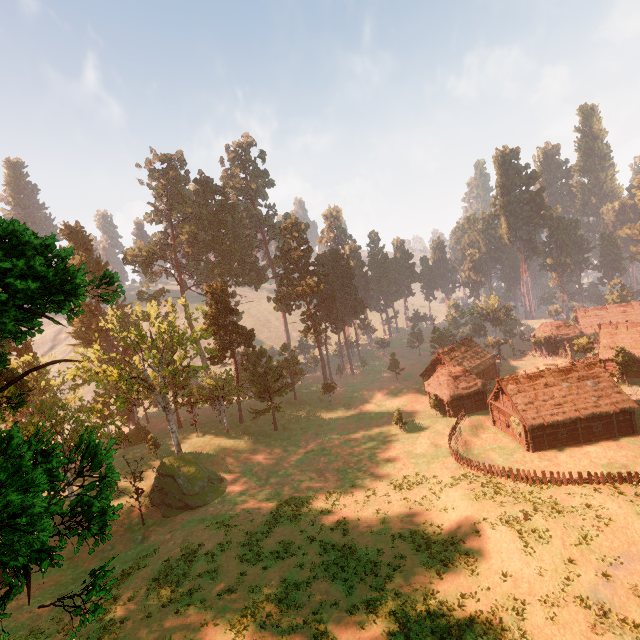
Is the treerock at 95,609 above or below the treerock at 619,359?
above

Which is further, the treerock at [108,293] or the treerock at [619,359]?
the treerock at [619,359]

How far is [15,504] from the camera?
4.8 meters

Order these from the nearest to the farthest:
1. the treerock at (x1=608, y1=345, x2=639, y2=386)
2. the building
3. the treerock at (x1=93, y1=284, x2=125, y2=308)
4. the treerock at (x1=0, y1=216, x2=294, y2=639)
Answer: the treerock at (x1=0, y1=216, x2=294, y2=639), the treerock at (x1=93, y1=284, x2=125, y2=308), the building, the treerock at (x1=608, y1=345, x2=639, y2=386)

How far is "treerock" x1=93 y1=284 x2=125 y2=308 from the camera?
11.9 meters

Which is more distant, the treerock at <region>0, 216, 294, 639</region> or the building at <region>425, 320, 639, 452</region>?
the building at <region>425, 320, 639, 452</region>
